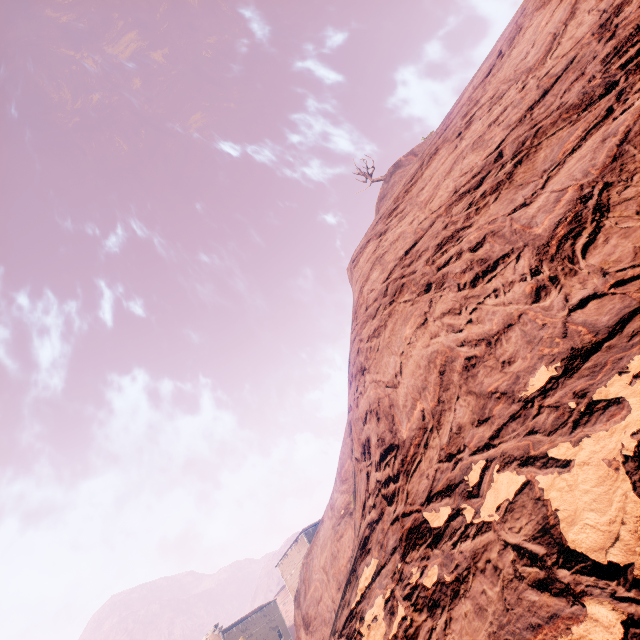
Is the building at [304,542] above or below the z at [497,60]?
above

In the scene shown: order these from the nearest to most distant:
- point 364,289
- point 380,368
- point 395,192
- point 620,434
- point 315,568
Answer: point 620,434, point 380,368, point 364,289, point 395,192, point 315,568

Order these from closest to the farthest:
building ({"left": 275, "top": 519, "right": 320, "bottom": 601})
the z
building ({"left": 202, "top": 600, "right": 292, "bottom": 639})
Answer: the z
building ({"left": 275, "top": 519, "right": 320, "bottom": 601})
building ({"left": 202, "top": 600, "right": 292, "bottom": 639})

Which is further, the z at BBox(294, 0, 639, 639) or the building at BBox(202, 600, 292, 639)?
the building at BBox(202, 600, 292, 639)

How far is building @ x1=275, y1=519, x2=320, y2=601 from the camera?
40.53m

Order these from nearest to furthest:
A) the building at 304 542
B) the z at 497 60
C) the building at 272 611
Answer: the z at 497 60 < the building at 304 542 < the building at 272 611

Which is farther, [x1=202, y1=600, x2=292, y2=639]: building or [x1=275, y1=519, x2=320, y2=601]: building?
[x1=202, y1=600, x2=292, y2=639]: building
